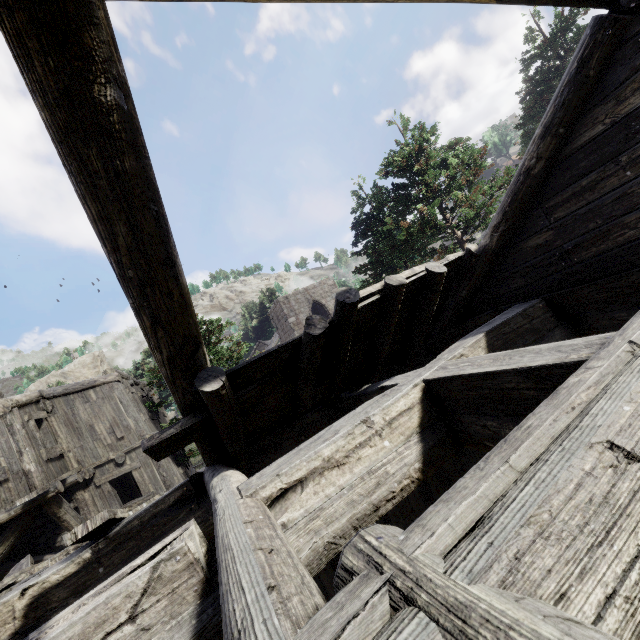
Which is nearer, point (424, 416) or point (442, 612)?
point (442, 612)
